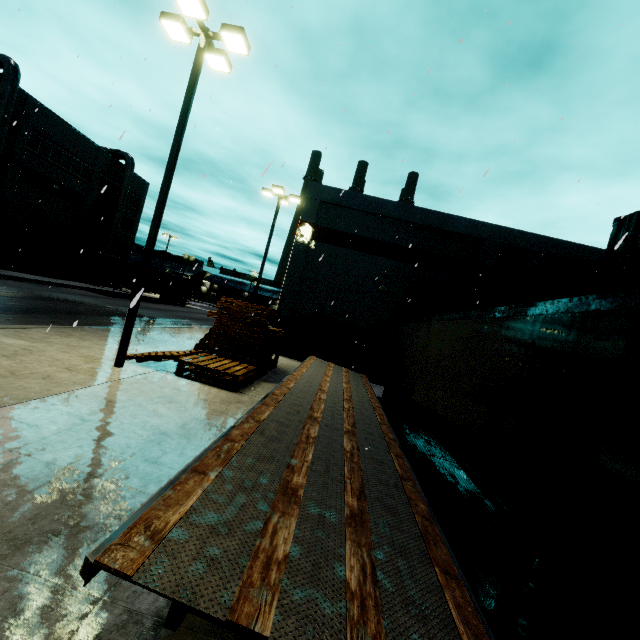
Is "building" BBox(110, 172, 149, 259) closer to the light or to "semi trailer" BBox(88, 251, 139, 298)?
"semi trailer" BBox(88, 251, 139, 298)

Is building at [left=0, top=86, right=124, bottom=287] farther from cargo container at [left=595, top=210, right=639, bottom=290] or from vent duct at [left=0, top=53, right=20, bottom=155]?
cargo container at [left=595, top=210, right=639, bottom=290]

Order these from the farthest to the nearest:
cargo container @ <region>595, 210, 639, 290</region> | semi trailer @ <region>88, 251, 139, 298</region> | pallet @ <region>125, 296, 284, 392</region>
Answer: semi trailer @ <region>88, 251, 139, 298</region>, pallet @ <region>125, 296, 284, 392</region>, cargo container @ <region>595, 210, 639, 290</region>

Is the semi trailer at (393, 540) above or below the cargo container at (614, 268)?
below

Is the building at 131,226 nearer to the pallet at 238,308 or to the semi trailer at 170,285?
the semi trailer at 170,285

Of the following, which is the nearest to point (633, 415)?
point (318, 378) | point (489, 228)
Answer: point (318, 378)

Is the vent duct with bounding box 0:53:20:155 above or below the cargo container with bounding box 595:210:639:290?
above

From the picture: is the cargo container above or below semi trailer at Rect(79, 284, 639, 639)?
above
